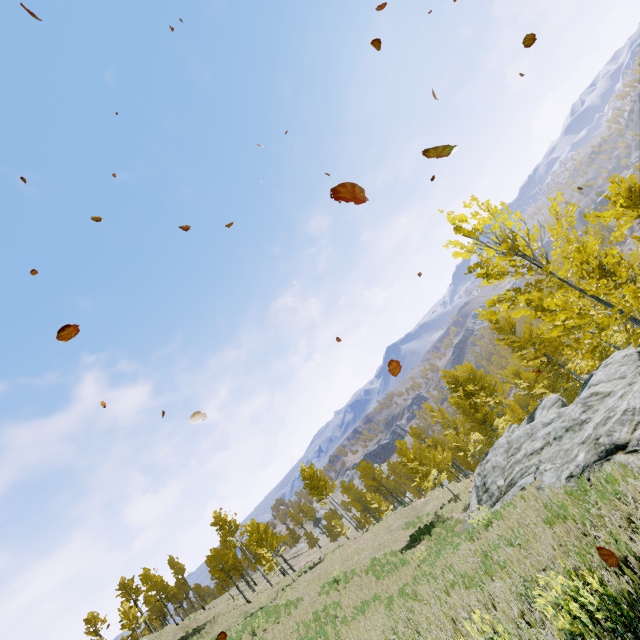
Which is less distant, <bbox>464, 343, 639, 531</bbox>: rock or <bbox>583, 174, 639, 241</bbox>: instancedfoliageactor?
<bbox>583, 174, 639, 241</bbox>: instancedfoliageactor

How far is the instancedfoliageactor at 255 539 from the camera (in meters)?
29.02

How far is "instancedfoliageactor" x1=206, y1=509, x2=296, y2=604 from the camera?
29.0m

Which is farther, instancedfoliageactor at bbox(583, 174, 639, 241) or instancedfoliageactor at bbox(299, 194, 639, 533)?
instancedfoliageactor at bbox(299, 194, 639, 533)

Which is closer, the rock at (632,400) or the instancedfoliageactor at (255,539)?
the rock at (632,400)

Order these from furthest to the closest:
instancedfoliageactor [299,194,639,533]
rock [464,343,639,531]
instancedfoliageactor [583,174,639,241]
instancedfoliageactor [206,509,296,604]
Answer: instancedfoliageactor [206,509,296,604], rock [464,343,639,531], instancedfoliageactor [299,194,639,533], instancedfoliageactor [583,174,639,241]

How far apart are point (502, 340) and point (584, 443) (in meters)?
19.24
